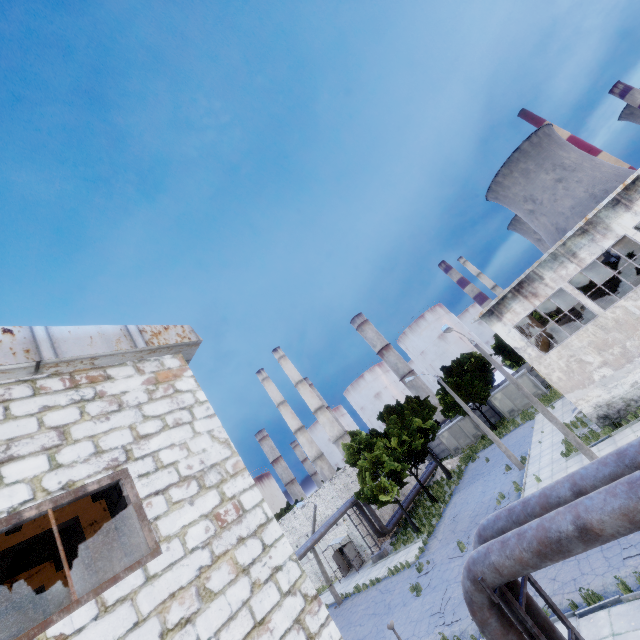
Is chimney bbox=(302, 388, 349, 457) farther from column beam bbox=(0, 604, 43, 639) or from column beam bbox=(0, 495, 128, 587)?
column beam bbox=(0, 495, 128, 587)

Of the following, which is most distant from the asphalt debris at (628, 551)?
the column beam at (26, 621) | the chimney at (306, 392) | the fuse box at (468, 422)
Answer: the chimney at (306, 392)

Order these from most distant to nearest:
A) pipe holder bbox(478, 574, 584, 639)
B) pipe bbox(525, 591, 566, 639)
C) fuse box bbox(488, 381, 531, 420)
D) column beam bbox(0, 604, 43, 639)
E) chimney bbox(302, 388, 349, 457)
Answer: chimney bbox(302, 388, 349, 457) < fuse box bbox(488, 381, 531, 420) < column beam bbox(0, 604, 43, 639) < pipe bbox(525, 591, 566, 639) < pipe holder bbox(478, 574, 584, 639)

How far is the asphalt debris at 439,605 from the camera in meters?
14.6

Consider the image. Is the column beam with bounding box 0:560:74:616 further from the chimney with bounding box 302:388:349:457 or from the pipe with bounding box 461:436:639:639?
the chimney with bounding box 302:388:349:457

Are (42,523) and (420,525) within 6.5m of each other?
no

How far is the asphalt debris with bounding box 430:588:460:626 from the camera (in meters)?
14.61

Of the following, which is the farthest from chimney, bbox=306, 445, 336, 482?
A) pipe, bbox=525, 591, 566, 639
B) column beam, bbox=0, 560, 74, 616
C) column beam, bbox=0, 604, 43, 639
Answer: column beam, bbox=0, 560, 74, 616
